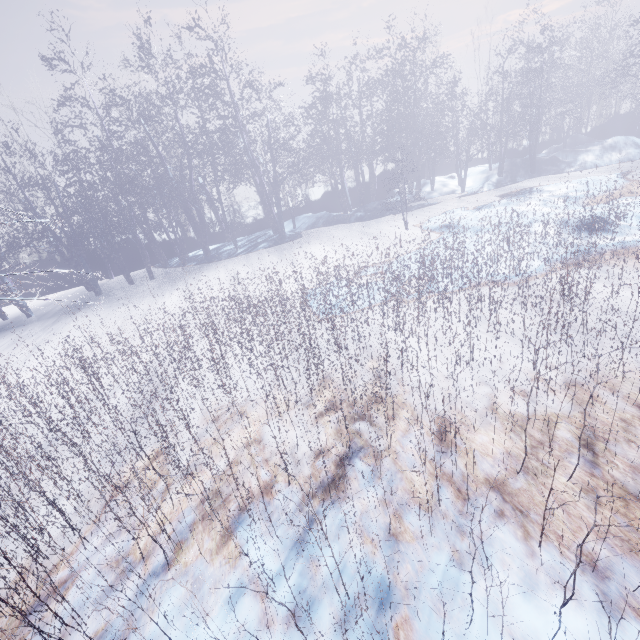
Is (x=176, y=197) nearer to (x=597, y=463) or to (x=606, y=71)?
(x=597, y=463)
